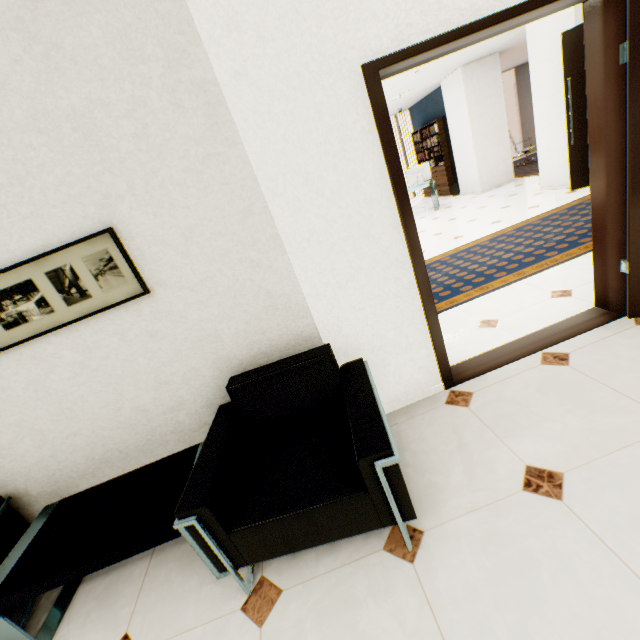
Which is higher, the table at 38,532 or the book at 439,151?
the book at 439,151

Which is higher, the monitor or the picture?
the picture

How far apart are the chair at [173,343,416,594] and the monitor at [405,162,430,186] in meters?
8.1

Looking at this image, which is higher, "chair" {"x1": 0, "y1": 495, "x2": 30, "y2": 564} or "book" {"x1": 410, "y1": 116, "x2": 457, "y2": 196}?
"book" {"x1": 410, "y1": 116, "x2": 457, "y2": 196}

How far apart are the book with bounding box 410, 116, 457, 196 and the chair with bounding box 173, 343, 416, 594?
9.82m

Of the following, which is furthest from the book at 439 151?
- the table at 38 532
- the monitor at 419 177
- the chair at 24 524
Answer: the chair at 24 524

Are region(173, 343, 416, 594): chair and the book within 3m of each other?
no

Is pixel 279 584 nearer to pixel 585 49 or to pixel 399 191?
pixel 399 191
